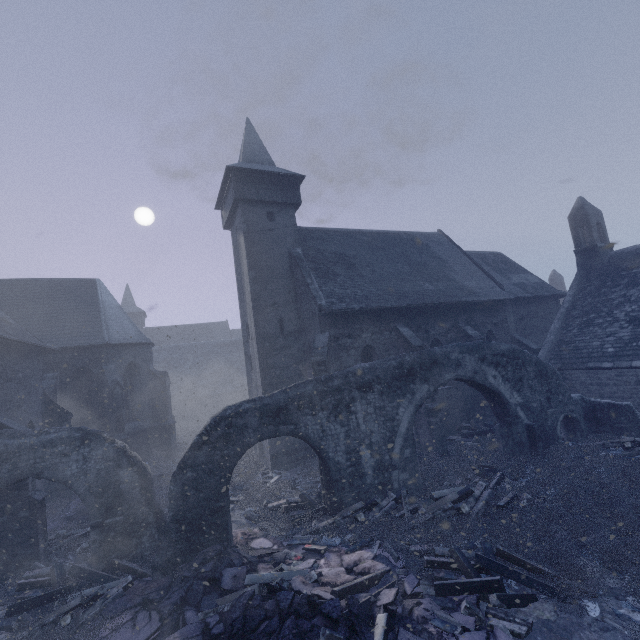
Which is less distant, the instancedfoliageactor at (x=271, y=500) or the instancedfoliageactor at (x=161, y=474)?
the instancedfoliageactor at (x=271, y=500)

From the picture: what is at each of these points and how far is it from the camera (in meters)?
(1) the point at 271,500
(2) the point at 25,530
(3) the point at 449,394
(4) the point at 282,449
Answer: (1) instancedfoliageactor, 11.17
(2) building, 9.20
(3) building, 17.08
(4) building, 15.34

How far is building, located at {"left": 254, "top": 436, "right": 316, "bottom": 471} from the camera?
15.1m

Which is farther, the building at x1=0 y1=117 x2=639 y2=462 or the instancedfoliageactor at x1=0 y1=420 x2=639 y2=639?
the building at x1=0 y1=117 x2=639 y2=462

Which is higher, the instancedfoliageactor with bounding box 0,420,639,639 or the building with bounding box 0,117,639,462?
the building with bounding box 0,117,639,462

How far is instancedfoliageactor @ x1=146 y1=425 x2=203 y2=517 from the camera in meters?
13.5

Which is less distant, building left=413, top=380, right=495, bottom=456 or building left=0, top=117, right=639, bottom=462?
building left=413, top=380, right=495, bottom=456

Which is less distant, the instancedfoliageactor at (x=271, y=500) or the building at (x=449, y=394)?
the instancedfoliageactor at (x=271, y=500)
